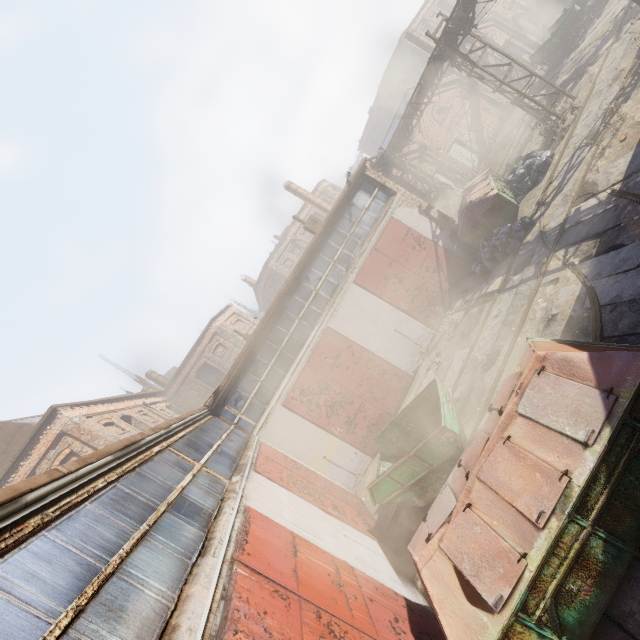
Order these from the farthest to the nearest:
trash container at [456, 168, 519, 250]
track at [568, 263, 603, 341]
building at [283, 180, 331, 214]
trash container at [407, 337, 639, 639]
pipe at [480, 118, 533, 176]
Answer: building at [283, 180, 331, 214]
pipe at [480, 118, 533, 176]
trash container at [456, 168, 519, 250]
track at [568, 263, 603, 341]
trash container at [407, 337, 639, 639]

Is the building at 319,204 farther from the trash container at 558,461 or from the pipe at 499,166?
the trash container at 558,461

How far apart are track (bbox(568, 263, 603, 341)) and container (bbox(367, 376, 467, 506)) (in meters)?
2.57

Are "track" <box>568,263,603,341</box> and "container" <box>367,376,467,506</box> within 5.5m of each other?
yes

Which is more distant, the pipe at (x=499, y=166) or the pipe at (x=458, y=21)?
the pipe at (x=499, y=166)

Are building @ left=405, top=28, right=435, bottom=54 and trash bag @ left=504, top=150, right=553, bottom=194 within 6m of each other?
no

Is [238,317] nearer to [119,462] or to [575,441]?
[119,462]

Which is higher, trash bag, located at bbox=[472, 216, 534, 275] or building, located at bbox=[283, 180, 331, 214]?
building, located at bbox=[283, 180, 331, 214]
